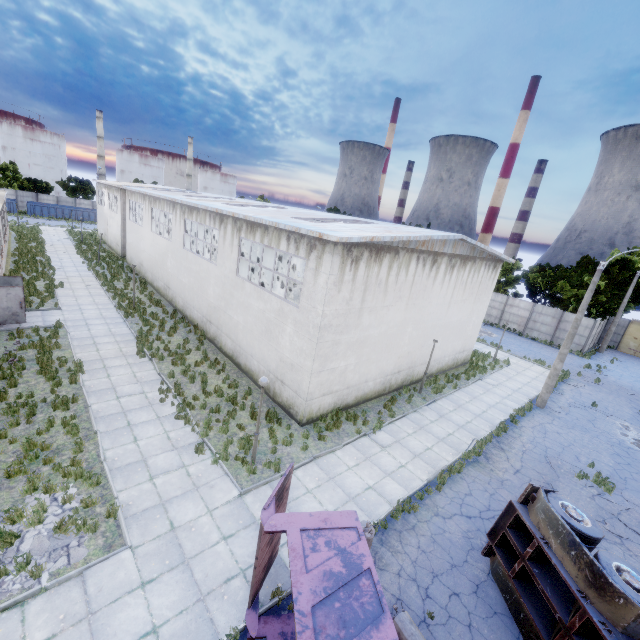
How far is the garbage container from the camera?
56.0m

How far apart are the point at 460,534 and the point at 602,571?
4.2m

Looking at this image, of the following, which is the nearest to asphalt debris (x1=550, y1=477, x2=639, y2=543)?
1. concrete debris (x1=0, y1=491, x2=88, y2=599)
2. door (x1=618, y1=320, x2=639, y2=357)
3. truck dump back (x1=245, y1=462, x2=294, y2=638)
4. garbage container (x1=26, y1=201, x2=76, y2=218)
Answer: truck dump back (x1=245, y1=462, x2=294, y2=638)

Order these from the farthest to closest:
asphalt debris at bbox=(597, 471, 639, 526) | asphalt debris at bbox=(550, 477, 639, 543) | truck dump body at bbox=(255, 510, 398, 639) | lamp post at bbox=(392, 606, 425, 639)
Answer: asphalt debris at bbox=(597, 471, 639, 526)
asphalt debris at bbox=(550, 477, 639, 543)
lamp post at bbox=(392, 606, 425, 639)
truck dump body at bbox=(255, 510, 398, 639)

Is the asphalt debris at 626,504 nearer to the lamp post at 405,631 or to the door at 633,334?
the lamp post at 405,631

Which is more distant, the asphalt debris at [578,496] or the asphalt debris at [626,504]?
the asphalt debris at [626,504]

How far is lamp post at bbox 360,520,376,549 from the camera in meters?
7.9 m

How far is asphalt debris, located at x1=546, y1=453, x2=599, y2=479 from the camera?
13.91m
